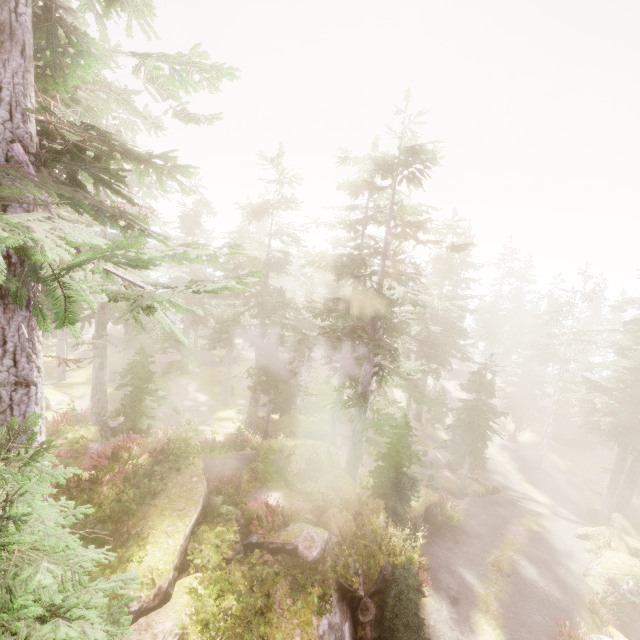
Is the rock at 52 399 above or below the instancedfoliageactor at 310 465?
below

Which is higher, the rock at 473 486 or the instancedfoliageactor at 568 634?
the instancedfoliageactor at 568 634

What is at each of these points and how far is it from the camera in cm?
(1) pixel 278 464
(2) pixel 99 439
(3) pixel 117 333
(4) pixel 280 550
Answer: (1) rock, 1750
(2) rock, 1666
(3) rock, 4541
(4) rock, 1098

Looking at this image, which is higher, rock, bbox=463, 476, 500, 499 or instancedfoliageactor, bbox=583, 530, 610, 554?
instancedfoliageactor, bbox=583, 530, 610, 554

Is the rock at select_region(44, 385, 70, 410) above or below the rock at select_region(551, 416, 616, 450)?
above

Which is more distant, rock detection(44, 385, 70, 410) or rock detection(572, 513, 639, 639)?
rock detection(44, 385, 70, 410)

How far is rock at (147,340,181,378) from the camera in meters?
37.6 m

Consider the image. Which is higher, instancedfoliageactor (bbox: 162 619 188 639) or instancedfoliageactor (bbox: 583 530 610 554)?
instancedfoliageactor (bbox: 162 619 188 639)
